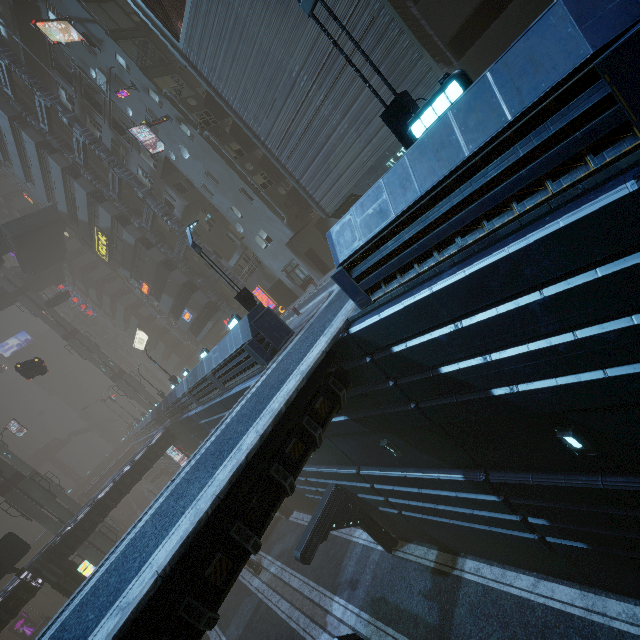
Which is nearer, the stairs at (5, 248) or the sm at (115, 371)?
the stairs at (5, 248)

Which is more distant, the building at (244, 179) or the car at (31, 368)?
the car at (31, 368)

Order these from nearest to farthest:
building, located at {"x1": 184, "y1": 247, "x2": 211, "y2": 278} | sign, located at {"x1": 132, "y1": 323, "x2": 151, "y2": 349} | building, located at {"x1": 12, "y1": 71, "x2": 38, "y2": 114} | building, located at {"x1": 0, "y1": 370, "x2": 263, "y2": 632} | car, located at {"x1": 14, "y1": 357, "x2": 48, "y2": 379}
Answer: building, located at {"x1": 0, "y1": 370, "x2": 263, "y2": 632}, car, located at {"x1": 14, "y1": 357, "x2": 48, "y2": 379}, building, located at {"x1": 12, "y1": 71, "x2": 38, "y2": 114}, building, located at {"x1": 184, "y1": 247, "x2": 211, "y2": 278}, sign, located at {"x1": 132, "y1": 323, "x2": 151, "y2": 349}

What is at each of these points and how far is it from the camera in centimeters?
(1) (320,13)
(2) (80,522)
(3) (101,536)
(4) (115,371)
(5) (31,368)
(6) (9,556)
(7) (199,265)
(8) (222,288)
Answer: (1) building, 1361cm
(2) building, 2673cm
(3) sm, 3456cm
(4) sm, 4972cm
(5) car, 2639cm
(6) sign, 2267cm
(7) building, 3416cm
(8) building, 3469cm

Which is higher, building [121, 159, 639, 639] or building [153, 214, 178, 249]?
building [153, 214, 178, 249]

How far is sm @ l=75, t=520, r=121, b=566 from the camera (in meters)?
33.44

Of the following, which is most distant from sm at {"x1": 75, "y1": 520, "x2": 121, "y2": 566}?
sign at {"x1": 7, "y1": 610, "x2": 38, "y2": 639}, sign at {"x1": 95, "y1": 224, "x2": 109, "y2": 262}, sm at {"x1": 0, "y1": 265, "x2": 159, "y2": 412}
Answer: sign at {"x1": 95, "y1": 224, "x2": 109, "y2": 262}

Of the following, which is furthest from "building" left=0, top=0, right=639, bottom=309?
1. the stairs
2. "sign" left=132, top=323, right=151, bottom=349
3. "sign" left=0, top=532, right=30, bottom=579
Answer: the stairs
